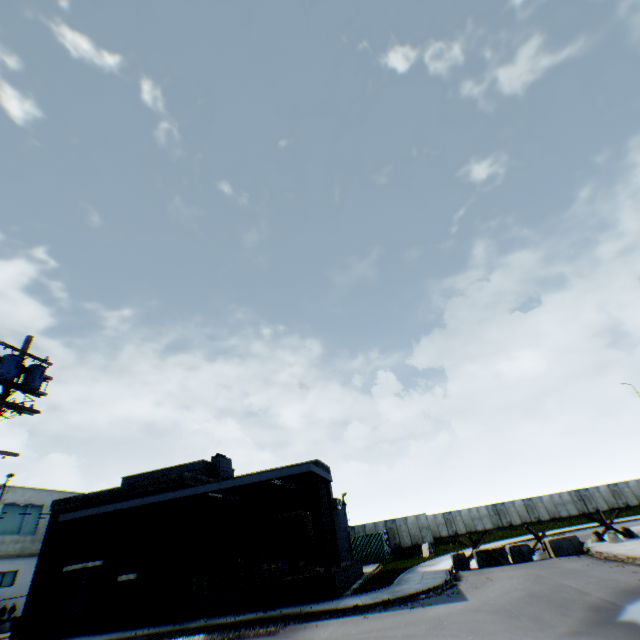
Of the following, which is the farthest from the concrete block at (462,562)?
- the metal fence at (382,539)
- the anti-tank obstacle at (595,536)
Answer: the metal fence at (382,539)

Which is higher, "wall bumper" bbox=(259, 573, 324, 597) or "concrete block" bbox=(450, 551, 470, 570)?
"wall bumper" bbox=(259, 573, 324, 597)

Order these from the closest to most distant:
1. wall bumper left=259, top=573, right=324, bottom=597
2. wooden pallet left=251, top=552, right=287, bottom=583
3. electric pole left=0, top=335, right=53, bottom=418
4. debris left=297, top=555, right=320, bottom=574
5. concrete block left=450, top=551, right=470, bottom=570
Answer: electric pole left=0, top=335, right=53, bottom=418 → wall bumper left=259, top=573, right=324, bottom=597 → wooden pallet left=251, top=552, right=287, bottom=583 → debris left=297, top=555, right=320, bottom=574 → concrete block left=450, top=551, right=470, bottom=570

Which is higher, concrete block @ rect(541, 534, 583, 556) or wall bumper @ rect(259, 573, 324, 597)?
wall bumper @ rect(259, 573, 324, 597)

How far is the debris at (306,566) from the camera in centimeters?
1766cm

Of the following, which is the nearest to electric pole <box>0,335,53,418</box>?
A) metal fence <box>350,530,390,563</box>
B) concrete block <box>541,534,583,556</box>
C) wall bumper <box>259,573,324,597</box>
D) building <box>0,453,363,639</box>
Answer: metal fence <box>350,530,390,563</box>

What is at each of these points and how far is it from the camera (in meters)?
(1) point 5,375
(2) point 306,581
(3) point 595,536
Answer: (1) electric pole, 10.12
(2) wall bumper, 16.09
(3) anti-tank obstacle, 19.48

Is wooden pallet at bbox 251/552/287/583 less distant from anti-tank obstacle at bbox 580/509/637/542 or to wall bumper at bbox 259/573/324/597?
wall bumper at bbox 259/573/324/597
